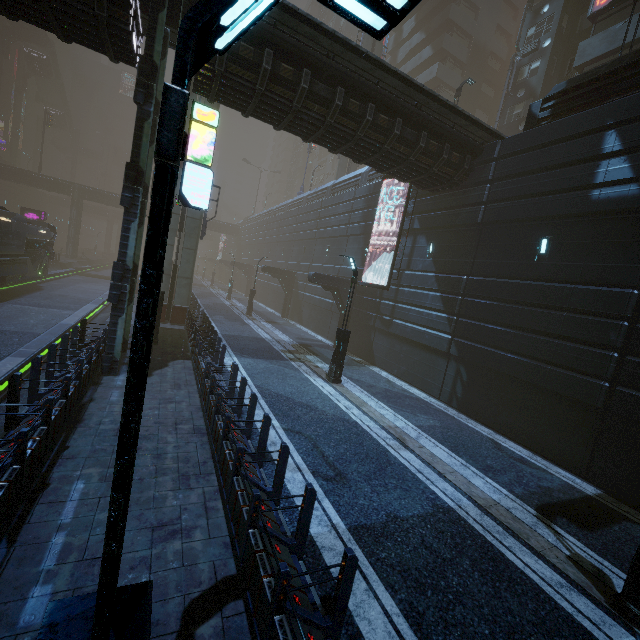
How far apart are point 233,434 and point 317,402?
4.9 meters

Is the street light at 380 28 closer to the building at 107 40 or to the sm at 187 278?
the building at 107 40

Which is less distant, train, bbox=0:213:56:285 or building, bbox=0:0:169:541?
building, bbox=0:0:169:541

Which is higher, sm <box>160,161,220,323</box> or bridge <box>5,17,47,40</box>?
bridge <box>5,17,47,40</box>

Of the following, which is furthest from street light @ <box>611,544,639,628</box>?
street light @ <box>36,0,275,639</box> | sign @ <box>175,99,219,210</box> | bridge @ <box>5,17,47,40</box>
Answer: bridge @ <box>5,17,47,40</box>

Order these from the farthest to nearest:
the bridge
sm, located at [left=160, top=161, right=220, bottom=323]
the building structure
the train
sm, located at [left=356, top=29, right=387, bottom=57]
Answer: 1. the building structure
2. the bridge
3. sm, located at [left=356, top=29, right=387, bottom=57]
4. the train
5. sm, located at [left=160, top=161, right=220, bottom=323]

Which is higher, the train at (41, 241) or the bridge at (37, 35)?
the bridge at (37, 35)

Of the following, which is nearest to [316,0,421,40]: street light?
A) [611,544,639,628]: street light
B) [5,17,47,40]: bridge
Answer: [611,544,639,628]: street light
